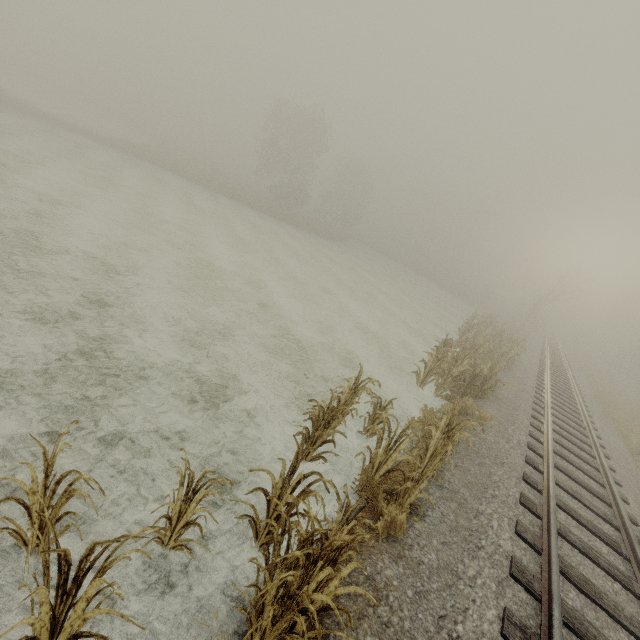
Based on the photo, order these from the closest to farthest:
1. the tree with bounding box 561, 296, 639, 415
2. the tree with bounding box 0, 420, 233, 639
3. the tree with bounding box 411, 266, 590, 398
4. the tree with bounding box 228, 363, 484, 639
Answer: the tree with bounding box 0, 420, 233, 639
the tree with bounding box 228, 363, 484, 639
the tree with bounding box 411, 266, 590, 398
the tree with bounding box 561, 296, 639, 415

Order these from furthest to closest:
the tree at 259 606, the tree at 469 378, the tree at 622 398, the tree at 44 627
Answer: the tree at 622 398 < the tree at 469 378 < the tree at 259 606 < the tree at 44 627

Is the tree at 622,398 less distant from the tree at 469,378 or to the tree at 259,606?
the tree at 469,378

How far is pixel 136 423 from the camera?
5.0m

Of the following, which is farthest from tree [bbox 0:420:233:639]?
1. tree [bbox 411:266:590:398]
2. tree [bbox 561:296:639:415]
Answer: tree [bbox 561:296:639:415]

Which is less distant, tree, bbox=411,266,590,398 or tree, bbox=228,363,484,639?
tree, bbox=228,363,484,639
